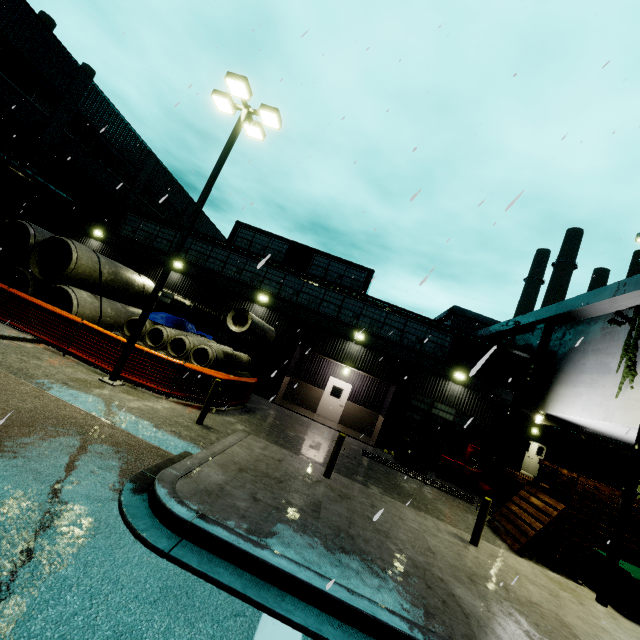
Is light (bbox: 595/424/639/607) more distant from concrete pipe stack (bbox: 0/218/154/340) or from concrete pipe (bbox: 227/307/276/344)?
concrete pipe stack (bbox: 0/218/154/340)

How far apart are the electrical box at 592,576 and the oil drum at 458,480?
6.3 meters

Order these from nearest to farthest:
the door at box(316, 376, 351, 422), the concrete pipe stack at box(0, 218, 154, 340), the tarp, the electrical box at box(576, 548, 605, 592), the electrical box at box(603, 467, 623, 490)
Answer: the electrical box at box(576, 548, 605, 592), the concrete pipe stack at box(0, 218, 154, 340), the tarp, the electrical box at box(603, 467, 623, 490), the door at box(316, 376, 351, 422)

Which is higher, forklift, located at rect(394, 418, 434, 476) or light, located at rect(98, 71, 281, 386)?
light, located at rect(98, 71, 281, 386)

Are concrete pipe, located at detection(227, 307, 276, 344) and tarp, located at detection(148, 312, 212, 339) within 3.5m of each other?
yes

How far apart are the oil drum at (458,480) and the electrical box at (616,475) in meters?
5.5

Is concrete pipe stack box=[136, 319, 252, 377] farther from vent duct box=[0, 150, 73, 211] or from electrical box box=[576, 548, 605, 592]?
electrical box box=[576, 548, 605, 592]

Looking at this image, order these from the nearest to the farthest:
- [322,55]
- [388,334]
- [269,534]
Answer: [269,534] → [322,55] → [388,334]
